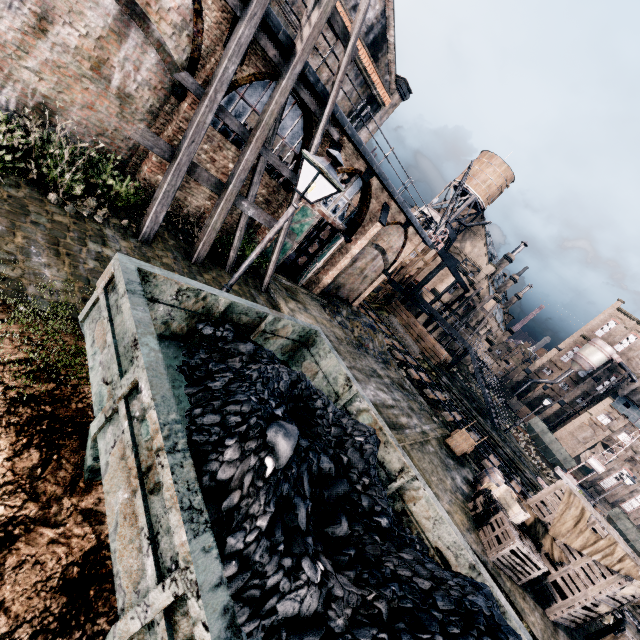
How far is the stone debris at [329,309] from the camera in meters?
20.4

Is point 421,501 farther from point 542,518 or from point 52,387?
point 542,518

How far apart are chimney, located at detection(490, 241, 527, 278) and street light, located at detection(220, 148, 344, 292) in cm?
6026

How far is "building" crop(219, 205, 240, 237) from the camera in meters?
15.9

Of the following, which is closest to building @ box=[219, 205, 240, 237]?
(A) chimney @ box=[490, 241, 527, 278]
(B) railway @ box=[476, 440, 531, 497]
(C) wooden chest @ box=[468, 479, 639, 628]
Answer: (B) railway @ box=[476, 440, 531, 497]

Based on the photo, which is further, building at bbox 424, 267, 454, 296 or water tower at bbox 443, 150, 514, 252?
water tower at bbox 443, 150, 514, 252

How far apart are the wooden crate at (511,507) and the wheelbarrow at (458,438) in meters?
3.7

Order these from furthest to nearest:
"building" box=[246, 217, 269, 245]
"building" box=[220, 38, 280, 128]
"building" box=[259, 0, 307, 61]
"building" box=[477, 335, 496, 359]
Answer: "building" box=[477, 335, 496, 359], "building" box=[246, 217, 269, 245], "building" box=[220, 38, 280, 128], "building" box=[259, 0, 307, 61]
